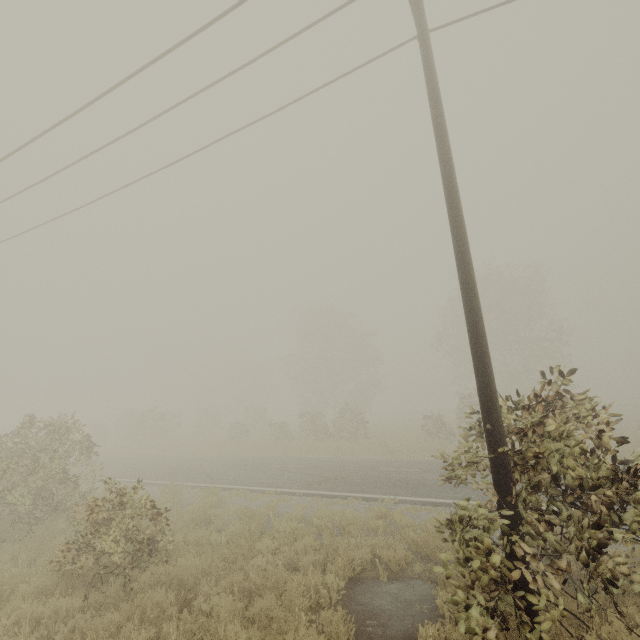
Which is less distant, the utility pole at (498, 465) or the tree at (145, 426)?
the utility pole at (498, 465)

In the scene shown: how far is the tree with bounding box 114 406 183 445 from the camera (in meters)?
30.08

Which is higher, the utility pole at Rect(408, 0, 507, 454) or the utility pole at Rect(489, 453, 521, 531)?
the utility pole at Rect(408, 0, 507, 454)

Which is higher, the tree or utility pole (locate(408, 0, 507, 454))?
utility pole (locate(408, 0, 507, 454))

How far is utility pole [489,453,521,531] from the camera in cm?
438

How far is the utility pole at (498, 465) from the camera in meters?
4.4 m

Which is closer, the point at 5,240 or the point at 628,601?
the point at 628,601

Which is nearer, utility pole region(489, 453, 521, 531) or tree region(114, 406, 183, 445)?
utility pole region(489, 453, 521, 531)
